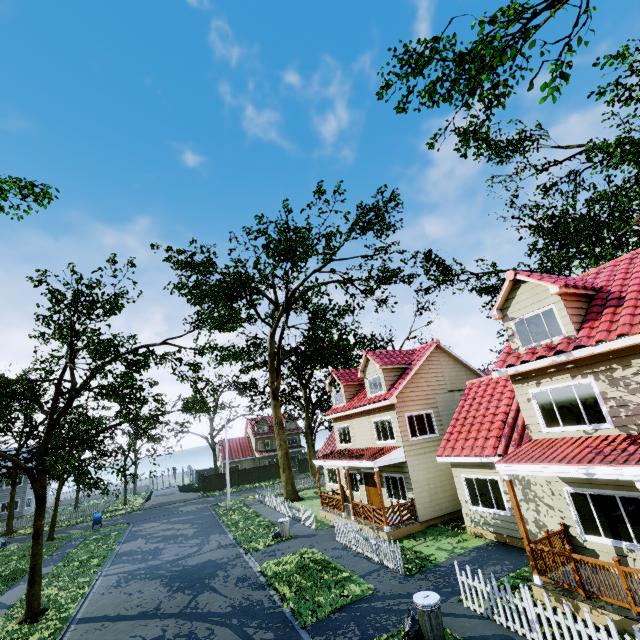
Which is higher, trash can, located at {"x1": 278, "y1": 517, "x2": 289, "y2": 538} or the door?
the door

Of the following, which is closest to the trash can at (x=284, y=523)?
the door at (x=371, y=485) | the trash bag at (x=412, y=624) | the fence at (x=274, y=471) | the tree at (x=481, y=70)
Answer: the fence at (x=274, y=471)

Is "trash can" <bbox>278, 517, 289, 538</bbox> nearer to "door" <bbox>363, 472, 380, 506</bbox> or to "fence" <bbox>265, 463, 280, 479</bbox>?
"fence" <bbox>265, 463, 280, 479</bbox>

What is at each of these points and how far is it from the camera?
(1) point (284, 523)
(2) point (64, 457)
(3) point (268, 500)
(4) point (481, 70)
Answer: (1) trash can, 18.0 meters
(2) tree, 14.6 meters
(3) fence, 27.6 meters
(4) tree, 9.9 meters

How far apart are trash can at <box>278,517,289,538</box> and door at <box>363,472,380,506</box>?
4.9 meters

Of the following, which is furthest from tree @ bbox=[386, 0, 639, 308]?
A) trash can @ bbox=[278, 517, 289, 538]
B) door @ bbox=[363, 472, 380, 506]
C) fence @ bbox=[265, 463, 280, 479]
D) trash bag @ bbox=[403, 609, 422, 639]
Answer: trash bag @ bbox=[403, 609, 422, 639]

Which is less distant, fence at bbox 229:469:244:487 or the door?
the door

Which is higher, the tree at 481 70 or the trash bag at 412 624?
the tree at 481 70
